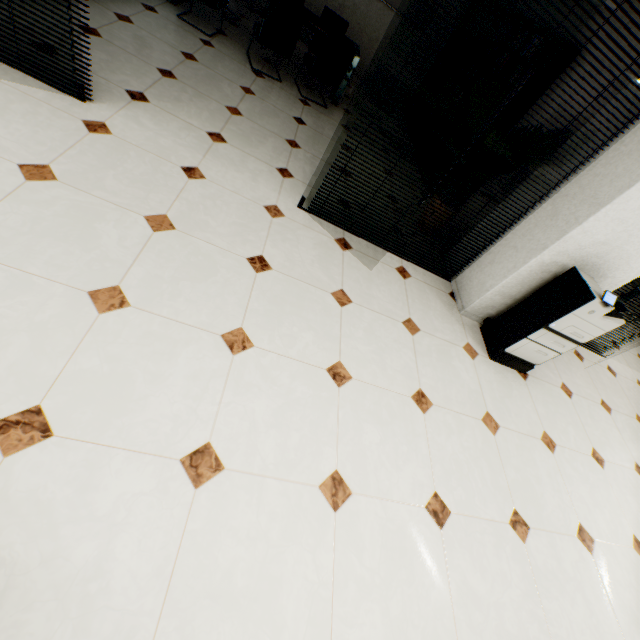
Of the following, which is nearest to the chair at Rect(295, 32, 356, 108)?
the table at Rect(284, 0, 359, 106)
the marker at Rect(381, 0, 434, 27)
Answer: the table at Rect(284, 0, 359, 106)

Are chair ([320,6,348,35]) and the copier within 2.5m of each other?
no

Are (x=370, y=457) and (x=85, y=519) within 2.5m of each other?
yes

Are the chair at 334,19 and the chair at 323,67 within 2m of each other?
yes

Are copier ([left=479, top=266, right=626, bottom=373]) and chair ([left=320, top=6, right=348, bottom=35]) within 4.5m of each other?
no

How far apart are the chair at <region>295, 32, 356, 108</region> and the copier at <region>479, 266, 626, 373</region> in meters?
4.2 m

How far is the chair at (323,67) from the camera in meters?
4.5

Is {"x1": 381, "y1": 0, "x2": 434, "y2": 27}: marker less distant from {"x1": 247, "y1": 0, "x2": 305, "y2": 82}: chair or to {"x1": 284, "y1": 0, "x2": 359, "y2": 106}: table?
{"x1": 284, "y1": 0, "x2": 359, "y2": 106}: table
